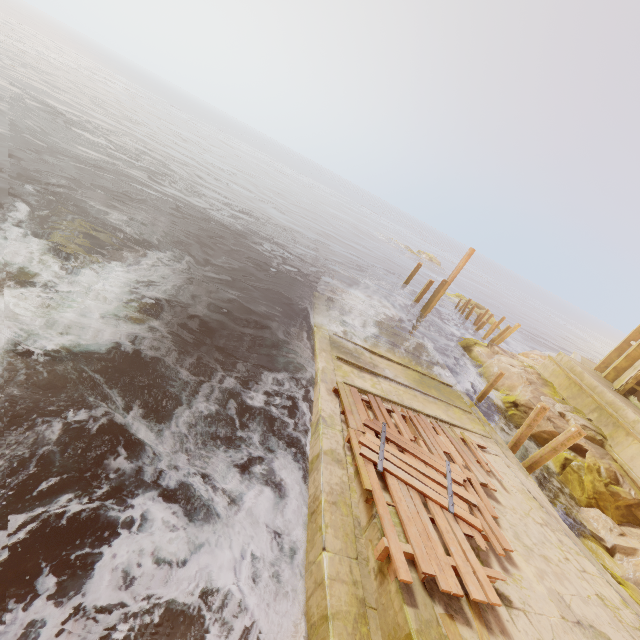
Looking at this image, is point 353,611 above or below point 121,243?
above

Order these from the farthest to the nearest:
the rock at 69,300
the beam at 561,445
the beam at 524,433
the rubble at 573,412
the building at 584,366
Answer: the rubble at 573,412 < the building at 584,366 < the beam at 524,433 < the beam at 561,445 < the rock at 69,300

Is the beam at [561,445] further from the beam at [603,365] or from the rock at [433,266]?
the rock at [433,266]

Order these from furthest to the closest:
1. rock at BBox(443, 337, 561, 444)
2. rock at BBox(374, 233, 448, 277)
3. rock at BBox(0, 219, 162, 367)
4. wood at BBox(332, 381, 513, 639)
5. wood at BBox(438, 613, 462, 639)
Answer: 1. rock at BBox(374, 233, 448, 277)
2. rock at BBox(443, 337, 561, 444)
3. rock at BBox(0, 219, 162, 367)
4. wood at BBox(332, 381, 513, 639)
5. wood at BBox(438, 613, 462, 639)

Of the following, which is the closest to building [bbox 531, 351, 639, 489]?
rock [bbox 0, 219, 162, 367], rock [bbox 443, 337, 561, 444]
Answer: rock [bbox 443, 337, 561, 444]

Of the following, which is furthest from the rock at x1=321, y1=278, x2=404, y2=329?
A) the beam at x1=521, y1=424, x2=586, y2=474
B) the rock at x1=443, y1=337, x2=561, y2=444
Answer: the beam at x1=521, y1=424, x2=586, y2=474

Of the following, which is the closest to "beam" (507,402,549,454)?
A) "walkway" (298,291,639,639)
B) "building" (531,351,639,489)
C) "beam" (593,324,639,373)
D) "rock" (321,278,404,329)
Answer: "walkway" (298,291,639,639)

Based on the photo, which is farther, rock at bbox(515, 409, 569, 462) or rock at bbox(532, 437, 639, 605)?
rock at bbox(515, 409, 569, 462)
